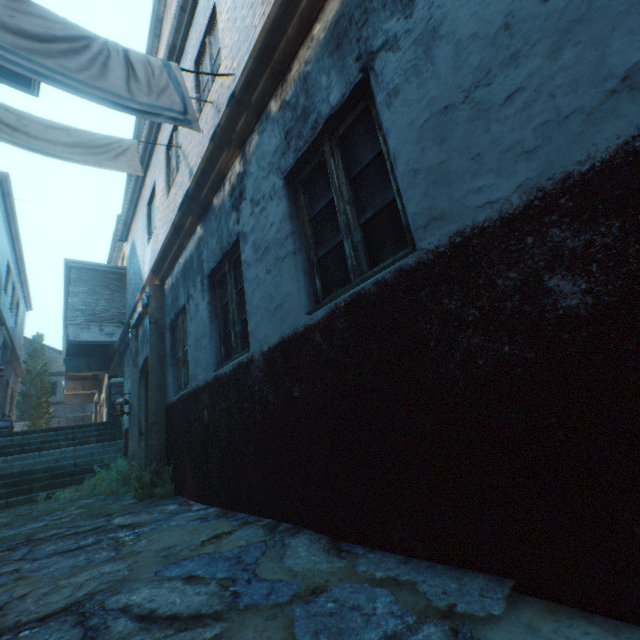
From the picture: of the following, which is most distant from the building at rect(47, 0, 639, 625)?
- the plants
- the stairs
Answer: the plants

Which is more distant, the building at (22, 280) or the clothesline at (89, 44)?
the building at (22, 280)

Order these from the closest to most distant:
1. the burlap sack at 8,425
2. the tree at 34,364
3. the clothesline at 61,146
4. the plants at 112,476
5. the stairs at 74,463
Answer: the clothesline at 61,146, the plants at 112,476, the stairs at 74,463, the burlap sack at 8,425, the tree at 34,364

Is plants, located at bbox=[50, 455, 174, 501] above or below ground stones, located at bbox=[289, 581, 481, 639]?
above

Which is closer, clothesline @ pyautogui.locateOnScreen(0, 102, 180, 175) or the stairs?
clothesline @ pyautogui.locateOnScreen(0, 102, 180, 175)

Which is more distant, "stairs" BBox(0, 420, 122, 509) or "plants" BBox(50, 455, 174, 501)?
"stairs" BBox(0, 420, 122, 509)

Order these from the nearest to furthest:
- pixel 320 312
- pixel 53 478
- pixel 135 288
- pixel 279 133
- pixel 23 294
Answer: pixel 320 312 < pixel 279 133 < pixel 53 478 < pixel 135 288 < pixel 23 294

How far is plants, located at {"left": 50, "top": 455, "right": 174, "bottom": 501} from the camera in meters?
4.9
